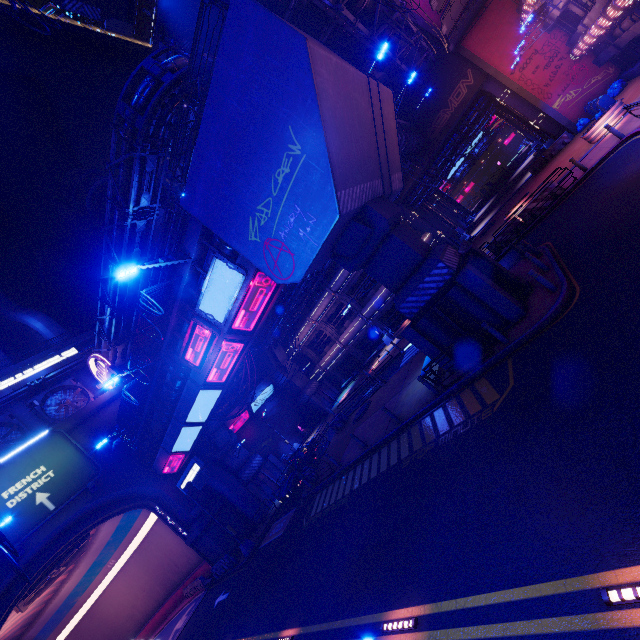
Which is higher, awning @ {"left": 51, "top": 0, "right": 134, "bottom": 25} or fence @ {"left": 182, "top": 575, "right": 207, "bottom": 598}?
awning @ {"left": 51, "top": 0, "right": 134, "bottom": 25}

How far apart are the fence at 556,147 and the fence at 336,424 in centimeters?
2935cm

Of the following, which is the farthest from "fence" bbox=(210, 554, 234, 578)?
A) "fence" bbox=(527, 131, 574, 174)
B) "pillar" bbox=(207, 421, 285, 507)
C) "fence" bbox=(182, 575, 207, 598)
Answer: "fence" bbox=(527, 131, 574, 174)

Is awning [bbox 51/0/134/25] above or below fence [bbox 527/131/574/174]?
above

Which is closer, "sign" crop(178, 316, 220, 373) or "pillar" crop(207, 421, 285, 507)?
"sign" crop(178, 316, 220, 373)

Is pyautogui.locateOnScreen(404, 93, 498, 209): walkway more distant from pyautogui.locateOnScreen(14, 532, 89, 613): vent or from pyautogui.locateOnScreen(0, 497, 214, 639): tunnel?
pyautogui.locateOnScreen(14, 532, 89, 613): vent

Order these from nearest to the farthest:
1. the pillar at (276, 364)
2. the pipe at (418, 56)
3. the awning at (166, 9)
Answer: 1. the awning at (166, 9)
2. the pipe at (418, 56)
3. the pillar at (276, 364)

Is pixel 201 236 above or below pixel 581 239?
above
